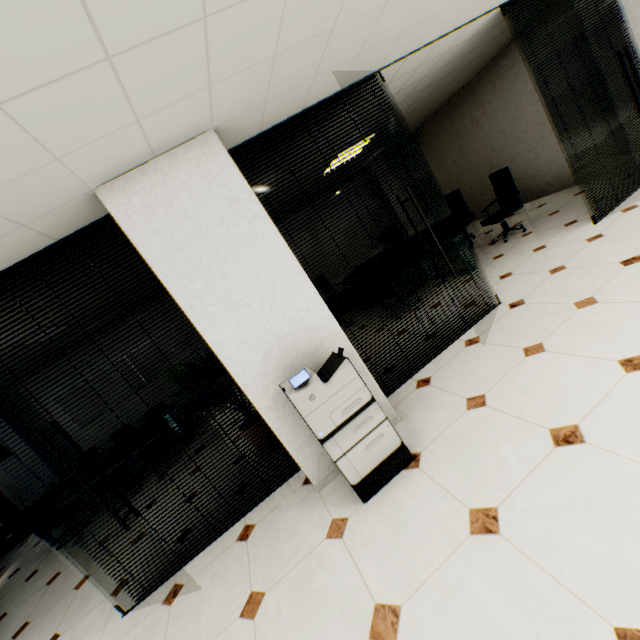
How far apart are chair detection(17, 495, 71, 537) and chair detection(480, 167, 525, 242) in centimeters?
893cm

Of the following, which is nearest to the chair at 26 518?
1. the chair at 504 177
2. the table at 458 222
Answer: the table at 458 222

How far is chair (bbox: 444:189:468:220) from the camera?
7.40m

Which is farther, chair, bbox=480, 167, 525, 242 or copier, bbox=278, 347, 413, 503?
chair, bbox=480, 167, 525, 242

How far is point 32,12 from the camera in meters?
1.1

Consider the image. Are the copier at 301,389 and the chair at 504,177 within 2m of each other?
no

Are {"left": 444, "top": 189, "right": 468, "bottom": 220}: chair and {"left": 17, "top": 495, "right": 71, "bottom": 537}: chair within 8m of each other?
no

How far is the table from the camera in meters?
5.5
